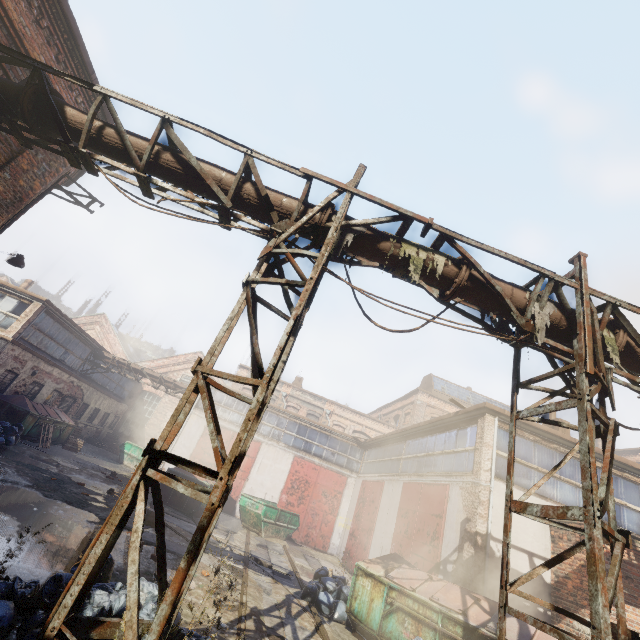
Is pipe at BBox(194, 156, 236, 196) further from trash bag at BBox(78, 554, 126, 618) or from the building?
the building

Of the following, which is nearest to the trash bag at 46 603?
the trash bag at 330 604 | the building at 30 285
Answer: the trash bag at 330 604

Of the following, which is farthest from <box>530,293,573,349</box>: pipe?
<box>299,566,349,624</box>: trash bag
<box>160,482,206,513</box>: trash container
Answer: <box>160,482,206,513</box>: trash container

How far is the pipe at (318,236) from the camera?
5.0m

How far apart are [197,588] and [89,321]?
32.74m

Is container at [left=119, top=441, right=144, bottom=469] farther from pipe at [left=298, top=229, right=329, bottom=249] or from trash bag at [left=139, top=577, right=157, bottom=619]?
pipe at [left=298, top=229, right=329, bottom=249]

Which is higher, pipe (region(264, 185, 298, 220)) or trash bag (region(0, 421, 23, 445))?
pipe (region(264, 185, 298, 220))

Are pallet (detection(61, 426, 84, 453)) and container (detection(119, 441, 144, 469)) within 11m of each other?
yes
